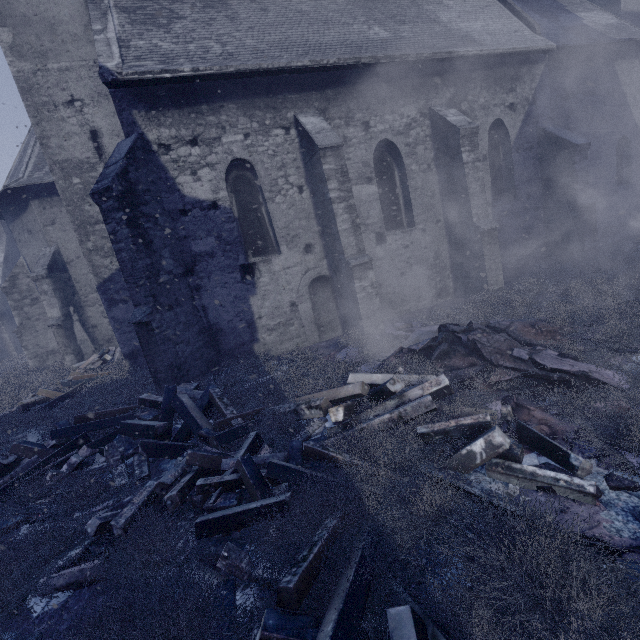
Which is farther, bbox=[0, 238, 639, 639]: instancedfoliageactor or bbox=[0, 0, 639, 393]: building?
bbox=[0, 0, 639, 393]: building

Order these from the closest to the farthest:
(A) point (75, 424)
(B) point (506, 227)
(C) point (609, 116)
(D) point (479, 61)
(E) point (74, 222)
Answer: (A) point (75, 424) → (E) point (74, 222) → (D) point (479, 61) → (B) point (506, 227) → (C) point (609, 116)

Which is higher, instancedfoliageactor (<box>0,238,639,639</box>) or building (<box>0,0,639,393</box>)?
building (<box>0,0,639,393</box>)

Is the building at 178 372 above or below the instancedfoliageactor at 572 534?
above

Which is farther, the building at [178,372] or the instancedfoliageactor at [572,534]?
the building at [178,372]
